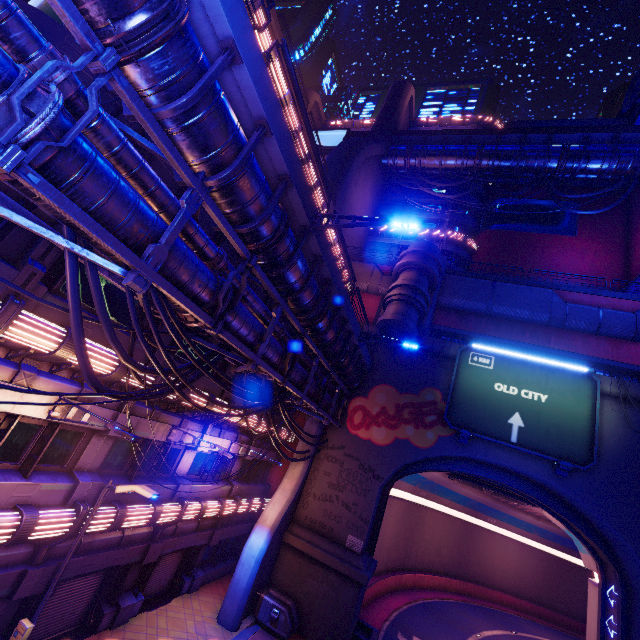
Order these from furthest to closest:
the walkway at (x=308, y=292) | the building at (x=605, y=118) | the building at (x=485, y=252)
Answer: the building at (x=605, y=118), the building at (x=485, y=252), the walkway at (x=308, y=292)

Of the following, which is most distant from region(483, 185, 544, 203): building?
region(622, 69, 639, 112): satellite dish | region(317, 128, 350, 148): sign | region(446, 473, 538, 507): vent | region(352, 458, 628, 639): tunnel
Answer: region(317, 128, 350, 148): sign

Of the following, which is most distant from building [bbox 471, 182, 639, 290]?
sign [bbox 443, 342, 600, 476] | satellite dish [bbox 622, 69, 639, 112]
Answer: sign [bbox 443, 342, 600, 476]

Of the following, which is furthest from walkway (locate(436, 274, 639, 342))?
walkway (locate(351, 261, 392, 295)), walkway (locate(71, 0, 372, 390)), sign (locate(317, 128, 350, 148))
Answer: sign (locate(317, 128, 350, 148))

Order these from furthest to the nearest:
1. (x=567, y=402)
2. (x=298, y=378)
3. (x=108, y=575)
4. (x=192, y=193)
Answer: (x=567, y=402) < (x=298, y=378) < (x=108, y=575) < (x=192, y=193)

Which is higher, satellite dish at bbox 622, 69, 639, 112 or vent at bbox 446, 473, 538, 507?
satellite dish at bbox 622, 69, 639, 112

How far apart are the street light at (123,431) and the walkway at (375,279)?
22.73m

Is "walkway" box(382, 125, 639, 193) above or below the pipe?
above
